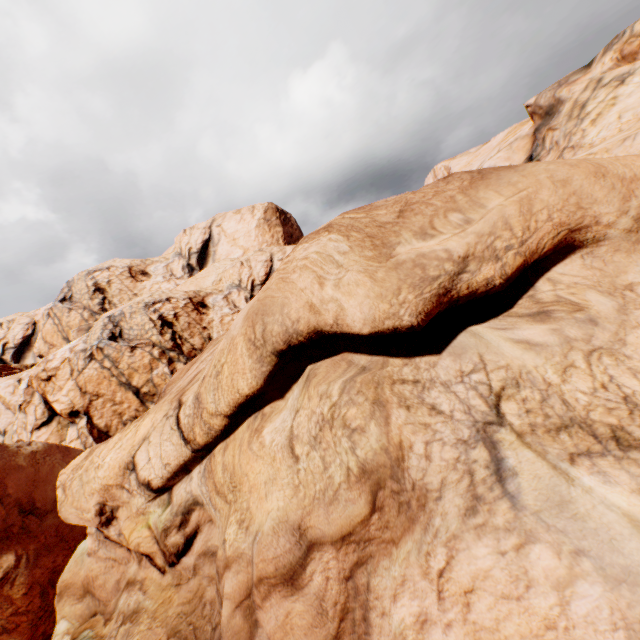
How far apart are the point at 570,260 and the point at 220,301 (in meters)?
42.37
